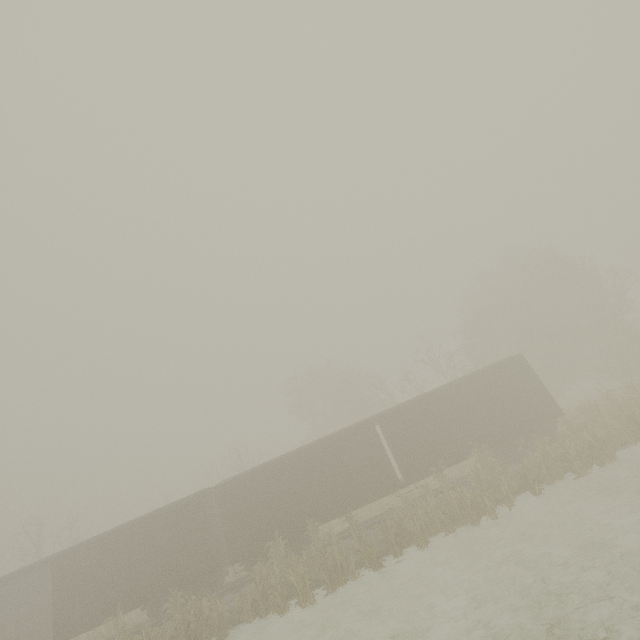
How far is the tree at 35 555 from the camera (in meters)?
24.84

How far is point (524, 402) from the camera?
17.20m

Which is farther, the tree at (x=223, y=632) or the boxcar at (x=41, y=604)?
the boxcar at (x=41, y=604)

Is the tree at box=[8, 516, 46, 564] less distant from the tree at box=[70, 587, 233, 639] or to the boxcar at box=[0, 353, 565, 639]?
the tree at box=[70, 587, 233, 639]

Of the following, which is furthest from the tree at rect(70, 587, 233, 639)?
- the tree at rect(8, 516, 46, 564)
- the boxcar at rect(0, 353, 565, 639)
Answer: the tree at rect(8, 516, 46, 564)

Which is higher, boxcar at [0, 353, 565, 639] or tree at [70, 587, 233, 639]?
boxcar at [0, 353, 565, 639]

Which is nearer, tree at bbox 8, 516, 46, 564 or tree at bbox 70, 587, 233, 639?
tree at bbox 70, 587, 233, 639
